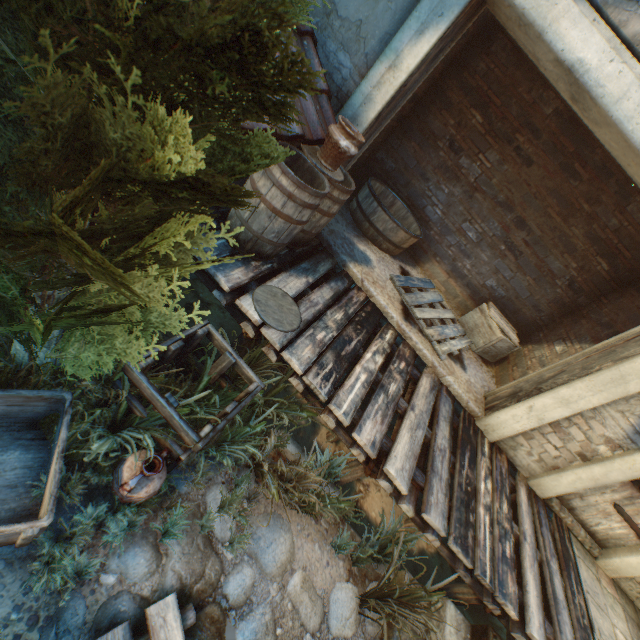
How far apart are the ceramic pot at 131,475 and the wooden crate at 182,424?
0.03m

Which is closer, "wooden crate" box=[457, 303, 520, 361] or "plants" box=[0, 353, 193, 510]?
"plants" box=[0, 353, 193, 510]

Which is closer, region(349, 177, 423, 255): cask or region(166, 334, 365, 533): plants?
region(166, 334, 365, 533): plants

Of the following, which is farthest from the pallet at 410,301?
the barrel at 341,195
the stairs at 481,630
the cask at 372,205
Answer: the stairs at 481,630

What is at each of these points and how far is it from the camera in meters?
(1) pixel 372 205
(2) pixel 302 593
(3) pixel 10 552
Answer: (1) cask, 5.2 m
(2) ground stones, 2.8 m
(3) ground stones, 1.9 m

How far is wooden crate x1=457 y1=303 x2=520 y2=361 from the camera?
5.5m

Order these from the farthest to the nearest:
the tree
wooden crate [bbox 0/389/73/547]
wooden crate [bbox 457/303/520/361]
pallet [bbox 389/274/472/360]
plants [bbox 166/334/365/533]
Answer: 1. wooden crate [bbox 457/303/520/361]
2. pallet [bbox 389/274/472/360]
3. plants [bbox 166/334/365/533]
4. wooden crate [bbox 0/389/73/547]
5. the tree

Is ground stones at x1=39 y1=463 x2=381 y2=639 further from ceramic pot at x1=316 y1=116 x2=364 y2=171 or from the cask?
the cask
